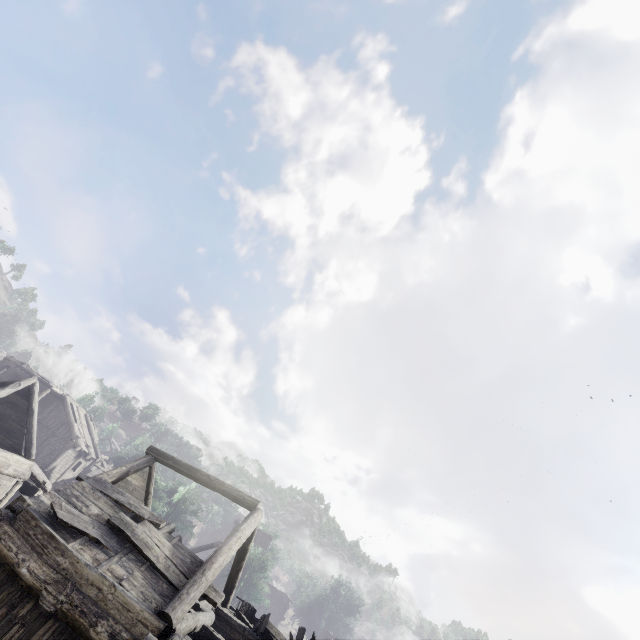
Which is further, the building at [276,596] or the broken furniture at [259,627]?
the building at [276,596]

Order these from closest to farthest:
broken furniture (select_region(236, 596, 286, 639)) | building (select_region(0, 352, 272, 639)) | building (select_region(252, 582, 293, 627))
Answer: building (select_region(0, 352, 272, 639)) → broken furniture (select_region(236, 596, 286, 639)) → building (select_region(252, 582, 293, 627))

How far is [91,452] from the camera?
33.2 meters

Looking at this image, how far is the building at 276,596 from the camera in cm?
4106

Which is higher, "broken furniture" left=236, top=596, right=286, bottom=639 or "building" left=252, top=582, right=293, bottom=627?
"building" left=252, top=582, right=293, bottom=627

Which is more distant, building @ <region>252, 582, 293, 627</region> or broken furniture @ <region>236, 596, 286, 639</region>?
building @ <region>252, 582, 293, 627</region>

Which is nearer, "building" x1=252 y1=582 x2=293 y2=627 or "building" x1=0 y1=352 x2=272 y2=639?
"building" x1=0 y1=352 x2=272 y2=639
